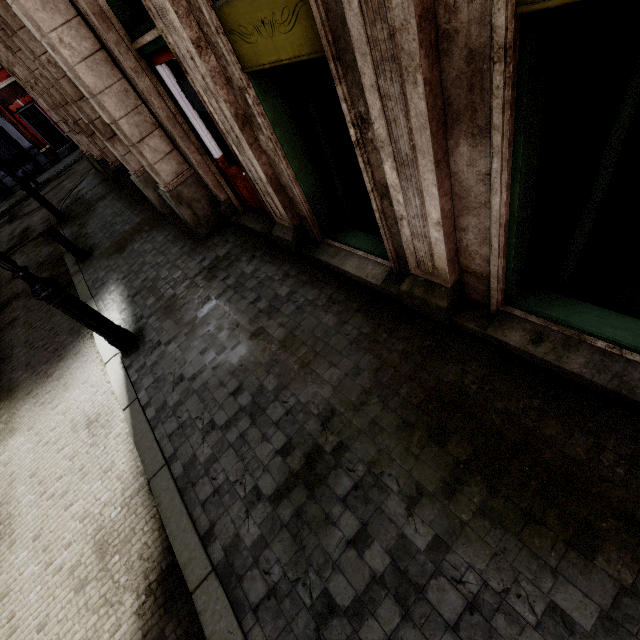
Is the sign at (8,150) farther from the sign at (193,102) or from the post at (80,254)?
the sign at (193,102)

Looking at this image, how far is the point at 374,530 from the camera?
2.40m

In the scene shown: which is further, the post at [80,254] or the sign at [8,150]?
the sign at [8,150]

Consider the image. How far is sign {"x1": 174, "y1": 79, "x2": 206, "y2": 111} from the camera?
4.3m

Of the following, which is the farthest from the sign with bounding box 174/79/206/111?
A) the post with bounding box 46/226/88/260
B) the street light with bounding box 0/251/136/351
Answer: the post with bounding box 46/226/88/260

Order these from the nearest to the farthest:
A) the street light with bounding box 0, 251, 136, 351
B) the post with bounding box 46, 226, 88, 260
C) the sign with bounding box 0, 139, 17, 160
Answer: the street light with bounding box 0, 251, 136, 351 < the post with bounding box 46, 226, 88, 260 < the sign with bounding box 0, 139, 17, 160

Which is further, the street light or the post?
the post

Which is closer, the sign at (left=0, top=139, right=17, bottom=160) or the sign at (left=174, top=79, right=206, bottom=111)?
the sign at (left=174, top=79, right=206, bottom=111)
